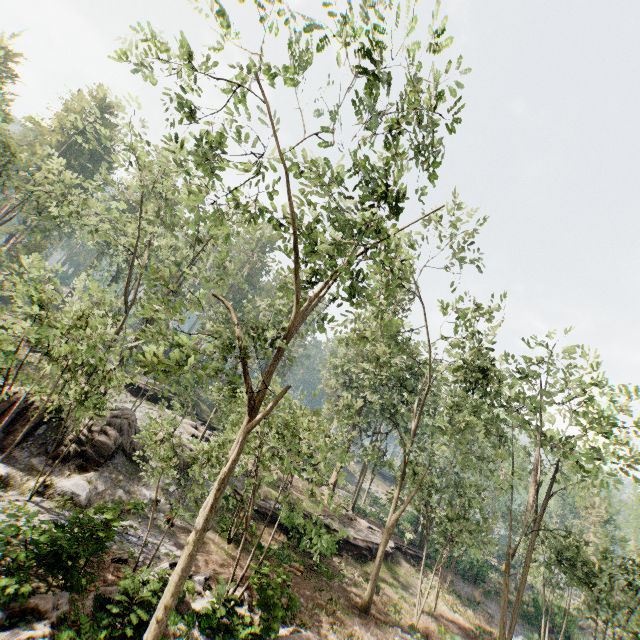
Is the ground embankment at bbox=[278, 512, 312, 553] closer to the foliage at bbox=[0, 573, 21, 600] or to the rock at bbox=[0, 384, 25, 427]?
the foliage at bbox=[0, 573, 21, 600]

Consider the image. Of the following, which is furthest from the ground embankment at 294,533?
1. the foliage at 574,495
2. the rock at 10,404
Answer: the rock at 10,404

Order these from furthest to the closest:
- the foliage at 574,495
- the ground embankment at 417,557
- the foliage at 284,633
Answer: the ground embankment at 417,557, the foliage at 284,633, the foliage at 574,495

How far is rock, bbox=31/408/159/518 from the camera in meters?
15.1 m

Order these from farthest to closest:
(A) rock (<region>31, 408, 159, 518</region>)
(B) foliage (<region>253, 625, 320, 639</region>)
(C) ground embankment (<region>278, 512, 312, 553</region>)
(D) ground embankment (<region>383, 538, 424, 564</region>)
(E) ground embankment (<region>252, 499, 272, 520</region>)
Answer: (D) ground embankment (<region>383, 538, 424, 564</region>)
(E) ground embankment (<region>252, 499, 272, 520</region>)
(C) ground embankment (<region>278, 512, 312, 553</region>)
(A) rock (<region>31, 408, 159, 518</region>)
(B) foliage (<region>253, 625, 320, 639</region>)

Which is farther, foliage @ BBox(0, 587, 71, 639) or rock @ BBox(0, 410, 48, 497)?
rock @ BBox(0, 410, 48, 497)

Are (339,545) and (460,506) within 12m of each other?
Result: yes
